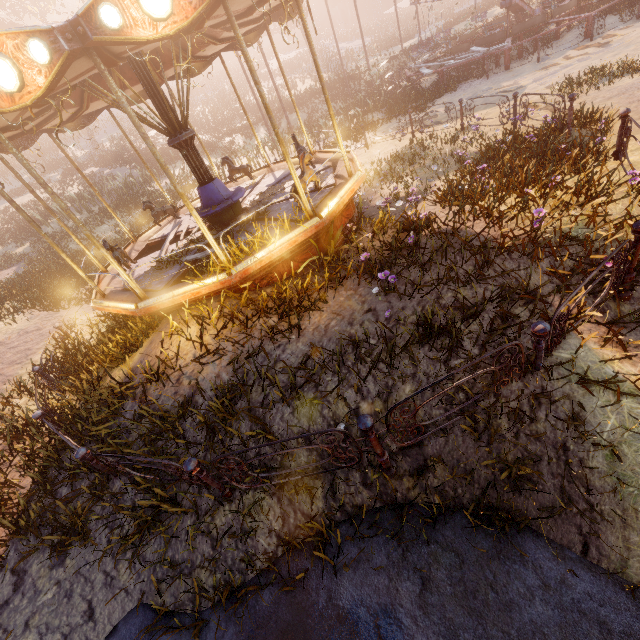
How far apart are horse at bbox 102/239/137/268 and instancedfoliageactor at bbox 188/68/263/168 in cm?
3125

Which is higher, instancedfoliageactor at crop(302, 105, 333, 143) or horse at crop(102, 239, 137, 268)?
horse at crop(102, 239, 137, 268)

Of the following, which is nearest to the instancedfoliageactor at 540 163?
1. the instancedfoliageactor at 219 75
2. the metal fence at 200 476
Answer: the metal fence at 200 476

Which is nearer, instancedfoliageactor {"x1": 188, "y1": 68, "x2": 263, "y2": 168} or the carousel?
the carousel

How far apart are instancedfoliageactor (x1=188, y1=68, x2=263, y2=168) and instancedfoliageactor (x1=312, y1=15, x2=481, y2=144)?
14.6m

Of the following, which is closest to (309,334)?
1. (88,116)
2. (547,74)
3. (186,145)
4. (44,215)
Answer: (186,145)

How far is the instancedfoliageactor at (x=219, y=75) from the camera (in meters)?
23.95

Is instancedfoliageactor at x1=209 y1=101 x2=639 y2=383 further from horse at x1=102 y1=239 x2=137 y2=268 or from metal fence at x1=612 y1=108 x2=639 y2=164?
metal fence at x1=612 y1=108 x2=639 y2=164
